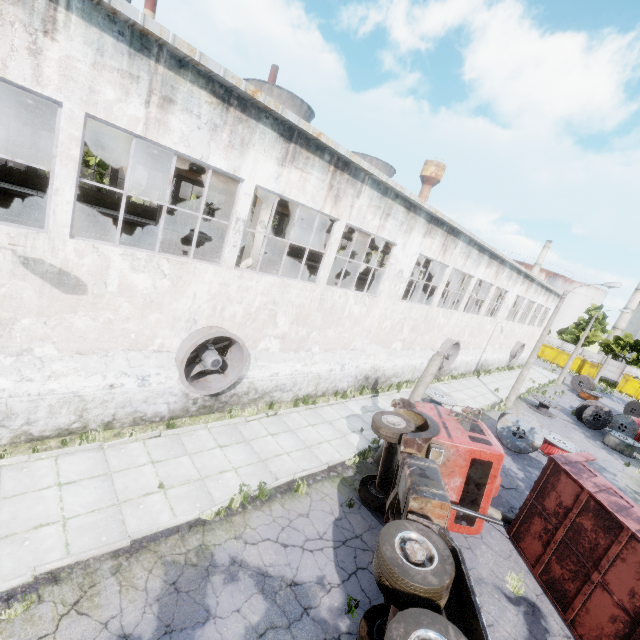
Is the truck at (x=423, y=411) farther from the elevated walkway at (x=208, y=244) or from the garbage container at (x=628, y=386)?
the garbage container at (x=628, y=386)

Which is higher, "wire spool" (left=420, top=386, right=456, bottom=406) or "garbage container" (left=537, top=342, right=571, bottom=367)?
"garbage container" (left=537, top=342, right=571, bottom=367)

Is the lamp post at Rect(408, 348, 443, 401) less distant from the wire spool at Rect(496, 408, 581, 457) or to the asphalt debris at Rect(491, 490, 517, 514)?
the asphalt debris at Rect(491, 490, 517, 514)

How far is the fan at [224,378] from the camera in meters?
9.6

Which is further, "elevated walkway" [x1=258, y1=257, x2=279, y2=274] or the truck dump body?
"elevated walkway" [x1=258, y1=257, x2=279, y2=274]

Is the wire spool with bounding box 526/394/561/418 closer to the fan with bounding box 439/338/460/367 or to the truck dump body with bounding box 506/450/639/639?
the fan with bounding box 439/338/460/367

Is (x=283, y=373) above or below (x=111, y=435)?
above

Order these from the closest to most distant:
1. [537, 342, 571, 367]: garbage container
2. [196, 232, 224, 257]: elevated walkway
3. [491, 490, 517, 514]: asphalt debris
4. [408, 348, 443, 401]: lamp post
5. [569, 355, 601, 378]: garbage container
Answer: [408, 348, 443, 401]: lamp post < [491, 490, 517, 514]: asphalt debris < [196, 232, 224, 257]: elevated walkway < [569, 355, 601, 378]: garbage container < [537, 342, 571, 367]: garbage container
